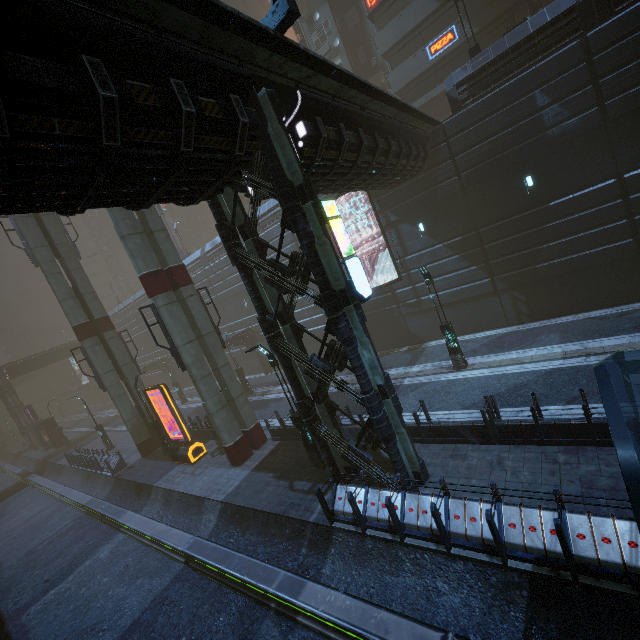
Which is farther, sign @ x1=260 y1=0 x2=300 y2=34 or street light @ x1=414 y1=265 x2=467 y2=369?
street light @ x1=414 y1=265 x2=467 y2=369

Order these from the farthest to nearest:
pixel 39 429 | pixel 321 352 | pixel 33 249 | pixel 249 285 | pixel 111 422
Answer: pixel 111 422
pixel 39 429
pixel 33 249
pixel 249 285
pixel 321 352

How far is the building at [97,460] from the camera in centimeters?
2210cm

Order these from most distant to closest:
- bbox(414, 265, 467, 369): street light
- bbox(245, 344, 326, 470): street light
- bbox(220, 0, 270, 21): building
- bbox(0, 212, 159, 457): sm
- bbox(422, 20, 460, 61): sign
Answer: bbox(220, 0, 270, 21): building → bbox(422, 20, 460, 61): sign → bbox(0, 212, 159, 457): sm → bbox(414, 265, 467, 369): street light → bbox(245, 344, 326, 470): street light

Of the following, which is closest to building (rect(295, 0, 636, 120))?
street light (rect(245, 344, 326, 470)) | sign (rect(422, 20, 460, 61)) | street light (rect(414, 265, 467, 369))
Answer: sign (rect(422, 20, 460, 61))

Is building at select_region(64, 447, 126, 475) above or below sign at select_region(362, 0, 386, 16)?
below

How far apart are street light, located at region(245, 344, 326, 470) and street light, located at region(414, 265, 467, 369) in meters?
7.6

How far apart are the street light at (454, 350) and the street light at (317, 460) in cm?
764
